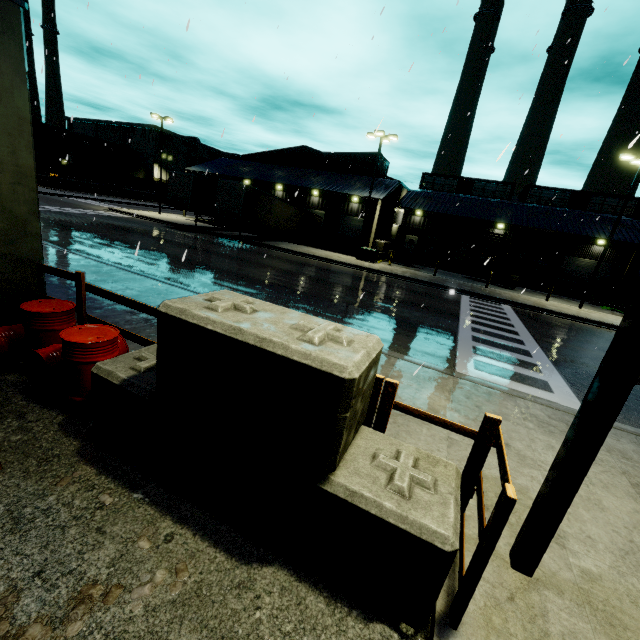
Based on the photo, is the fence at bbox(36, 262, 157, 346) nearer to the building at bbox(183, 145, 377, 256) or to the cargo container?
the building at bbox(183, 145, 377, 256)

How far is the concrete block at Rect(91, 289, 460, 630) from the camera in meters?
2.4 m

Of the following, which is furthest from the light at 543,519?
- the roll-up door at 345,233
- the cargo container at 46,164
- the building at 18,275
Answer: the cargo container at 46,164

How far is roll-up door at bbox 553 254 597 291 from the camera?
34.1 meters

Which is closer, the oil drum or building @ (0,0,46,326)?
the oil drum

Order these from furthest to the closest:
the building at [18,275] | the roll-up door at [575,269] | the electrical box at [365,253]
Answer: the roll-up door at [575,269] → the electrical box at [365,253] → the building at [18,275]

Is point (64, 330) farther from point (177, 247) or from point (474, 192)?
point (474, 192)

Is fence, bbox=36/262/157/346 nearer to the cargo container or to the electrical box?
the electrical box
